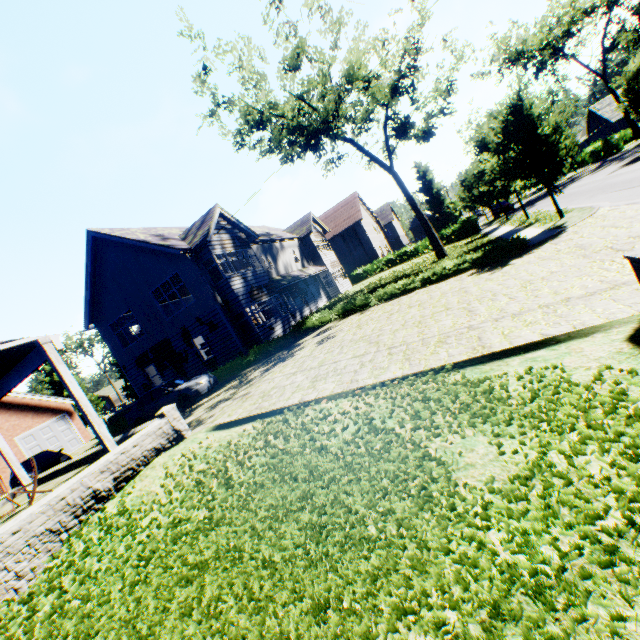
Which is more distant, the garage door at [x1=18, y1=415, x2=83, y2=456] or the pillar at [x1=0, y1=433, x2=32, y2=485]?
the garage door at [x1=18, y1=415, x2=83, y2=456]

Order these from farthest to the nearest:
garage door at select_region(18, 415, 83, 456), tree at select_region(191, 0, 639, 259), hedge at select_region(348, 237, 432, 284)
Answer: hedge at select_region(348, 237, 432, 284) → garage door at select_region(18, 415, 83, 456) → tree at select_region(191, 0, 639, 259)

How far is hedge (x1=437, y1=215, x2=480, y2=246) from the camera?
33.34m

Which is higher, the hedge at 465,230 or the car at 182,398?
the car at 182,398

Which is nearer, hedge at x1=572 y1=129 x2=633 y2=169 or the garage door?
the garage door

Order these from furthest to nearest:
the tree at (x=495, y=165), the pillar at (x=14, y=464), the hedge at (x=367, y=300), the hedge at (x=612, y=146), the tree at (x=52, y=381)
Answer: the tree at (x=52, y=381) → the hedge at (x=612, y=146) → the tree at (x=495, y=165) → the hedge at (x=367, y=300) → the pillar at (x=14, y=464)

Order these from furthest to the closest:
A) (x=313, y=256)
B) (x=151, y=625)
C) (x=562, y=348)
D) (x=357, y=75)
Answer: (x=313, y=256), (x=357, y=75), (x=562, y=348), (x=151, y=625)

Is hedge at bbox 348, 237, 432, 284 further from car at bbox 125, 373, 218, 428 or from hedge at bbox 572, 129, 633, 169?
car at bbox 125, 373, 218, 428
